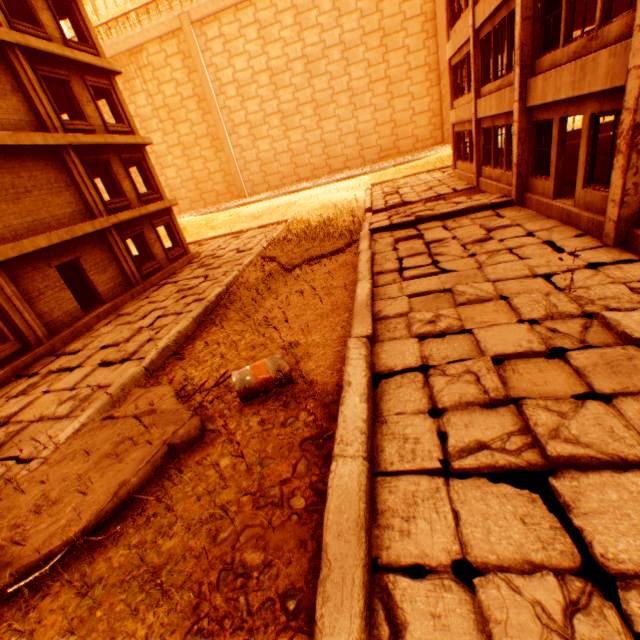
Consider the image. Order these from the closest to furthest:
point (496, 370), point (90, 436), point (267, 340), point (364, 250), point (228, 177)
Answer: point (496, 370) → point (90, 436) → point (267, 340) → point (364, 250) → point (228, 177)

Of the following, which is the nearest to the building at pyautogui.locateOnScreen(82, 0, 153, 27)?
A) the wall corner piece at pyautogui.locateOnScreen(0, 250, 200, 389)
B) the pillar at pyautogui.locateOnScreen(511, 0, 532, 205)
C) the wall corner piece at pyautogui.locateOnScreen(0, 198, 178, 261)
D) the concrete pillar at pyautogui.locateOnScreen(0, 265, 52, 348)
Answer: the wall corner piece at pyautogui.locateOnScreen(0, 198, 178, 261)

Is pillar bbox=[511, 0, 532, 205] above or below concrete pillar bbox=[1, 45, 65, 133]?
below

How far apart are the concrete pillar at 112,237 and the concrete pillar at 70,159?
0.40m

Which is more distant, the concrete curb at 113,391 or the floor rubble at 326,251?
the floor rubble at 326,251

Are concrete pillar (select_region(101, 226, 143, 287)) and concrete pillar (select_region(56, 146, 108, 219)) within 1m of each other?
yes

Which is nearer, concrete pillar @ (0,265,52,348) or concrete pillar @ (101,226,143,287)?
concrete pillar @ (0,265,52,348)

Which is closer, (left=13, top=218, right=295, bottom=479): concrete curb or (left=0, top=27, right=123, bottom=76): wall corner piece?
(left=13, top=218, right=295, bottom=479): concrete curb
